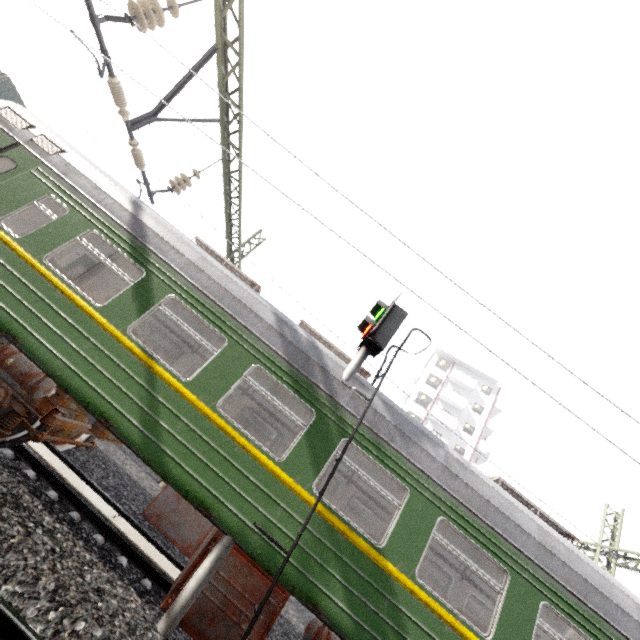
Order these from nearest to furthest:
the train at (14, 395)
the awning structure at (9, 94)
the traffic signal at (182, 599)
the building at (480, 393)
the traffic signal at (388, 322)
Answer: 1. the traffic signal at (182, 599)
2. the train at (14, 395)
3. the traffic signal at (388, 322)
4. the awning structure at (9, 94)
5. the building at (480, 393)

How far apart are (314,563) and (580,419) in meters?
3.9

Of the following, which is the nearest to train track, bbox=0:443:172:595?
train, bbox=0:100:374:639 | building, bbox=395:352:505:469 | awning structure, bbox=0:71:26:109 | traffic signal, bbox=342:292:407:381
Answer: train, bbox=0:100:374:639

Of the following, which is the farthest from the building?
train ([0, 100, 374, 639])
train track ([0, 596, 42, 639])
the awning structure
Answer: the awning structure

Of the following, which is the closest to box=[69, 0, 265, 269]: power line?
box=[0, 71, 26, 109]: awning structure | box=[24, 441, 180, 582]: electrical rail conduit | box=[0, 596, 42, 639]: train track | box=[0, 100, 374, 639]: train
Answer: box=[0, 100, 374, 639]: train

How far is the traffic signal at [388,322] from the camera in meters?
5.7

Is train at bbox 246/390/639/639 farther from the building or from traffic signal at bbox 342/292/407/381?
the building

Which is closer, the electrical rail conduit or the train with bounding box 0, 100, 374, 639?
the train with bounding box 0, 100, 374, 639
